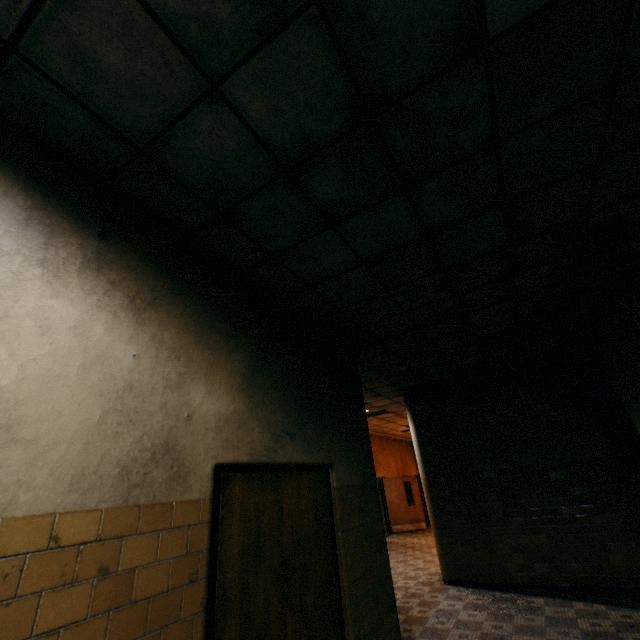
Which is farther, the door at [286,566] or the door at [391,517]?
the door at [391,517]

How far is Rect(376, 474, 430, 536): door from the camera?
13.71m

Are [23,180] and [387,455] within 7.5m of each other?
no

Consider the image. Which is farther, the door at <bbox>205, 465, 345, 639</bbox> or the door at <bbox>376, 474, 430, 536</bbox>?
the door at <bbox>376, 474, 430, 536</bbox>

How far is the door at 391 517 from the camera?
13.7m
